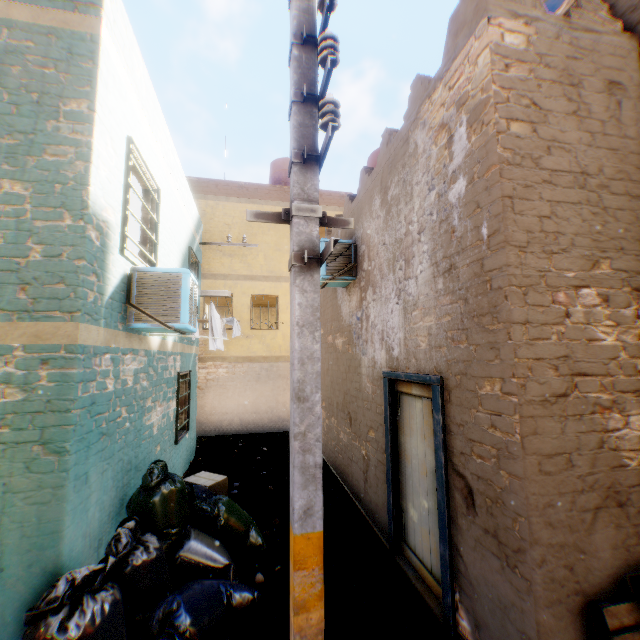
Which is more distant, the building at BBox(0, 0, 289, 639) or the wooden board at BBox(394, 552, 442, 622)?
the wooden board at BBox(394, 552, 442, 622)

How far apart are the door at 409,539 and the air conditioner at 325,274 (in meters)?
0.74

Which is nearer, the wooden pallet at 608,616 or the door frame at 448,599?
the wooden pallet at 608,616

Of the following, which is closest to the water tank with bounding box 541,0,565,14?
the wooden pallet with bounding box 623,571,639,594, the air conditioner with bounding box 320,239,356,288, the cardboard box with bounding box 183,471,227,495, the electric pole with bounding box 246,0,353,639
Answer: the air conditioner with bounding box 320,239,356,288

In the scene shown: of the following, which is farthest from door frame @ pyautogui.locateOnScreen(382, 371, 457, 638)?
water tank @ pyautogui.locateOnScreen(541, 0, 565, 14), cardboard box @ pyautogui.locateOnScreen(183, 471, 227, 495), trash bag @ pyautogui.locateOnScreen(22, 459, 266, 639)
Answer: water tank @ pyautogui.locateOnScreen(541, 0, 565, 14)

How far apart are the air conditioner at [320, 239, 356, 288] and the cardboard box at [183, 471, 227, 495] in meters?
4.2

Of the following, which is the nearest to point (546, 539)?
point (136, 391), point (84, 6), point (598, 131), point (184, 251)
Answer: point (598, 131)

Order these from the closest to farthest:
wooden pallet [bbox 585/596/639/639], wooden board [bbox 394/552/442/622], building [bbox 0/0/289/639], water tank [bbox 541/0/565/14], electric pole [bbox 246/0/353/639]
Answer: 1. electric pole [bbox 246/0/353/639]
2. wooden pallet [bbox 585/596/639/639]
3. building [bbox 0/0/289/639]
4. wooden board [bbox 394/552/442/622]
5. water tank [bbox 541/0/565/14]
